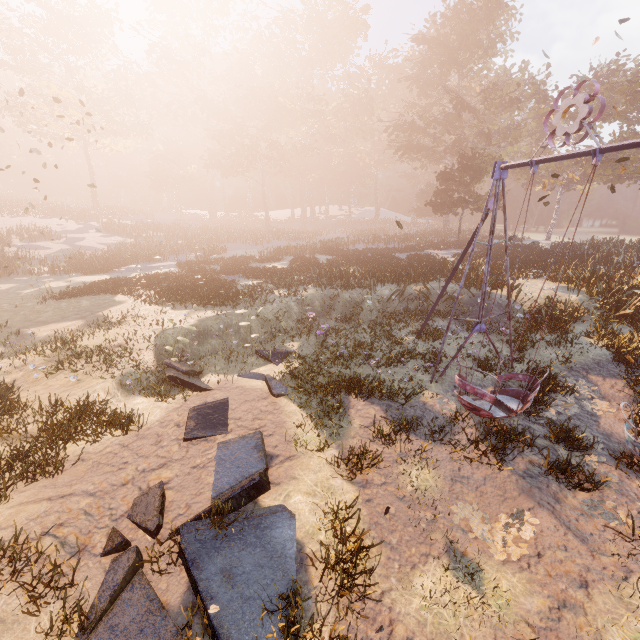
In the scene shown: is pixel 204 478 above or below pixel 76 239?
below

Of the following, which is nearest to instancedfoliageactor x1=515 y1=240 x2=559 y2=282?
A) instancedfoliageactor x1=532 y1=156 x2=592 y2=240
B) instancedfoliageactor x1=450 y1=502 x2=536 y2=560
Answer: instancedfoliageactor x1=532 y1=156 x2=592 y2=240

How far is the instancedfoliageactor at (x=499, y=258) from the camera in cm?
1543

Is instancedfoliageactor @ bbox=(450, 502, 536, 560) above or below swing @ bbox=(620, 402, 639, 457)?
below

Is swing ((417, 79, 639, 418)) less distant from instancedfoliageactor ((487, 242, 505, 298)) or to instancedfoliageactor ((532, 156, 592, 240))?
instancedfoliageactor ((487, 242, 505, 298))

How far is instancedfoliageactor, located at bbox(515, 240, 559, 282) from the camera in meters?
18.6 m

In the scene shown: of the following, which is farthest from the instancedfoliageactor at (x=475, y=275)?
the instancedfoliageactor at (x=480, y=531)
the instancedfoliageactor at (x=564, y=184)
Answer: the instancedfoliageactor at (x=480, y=531)

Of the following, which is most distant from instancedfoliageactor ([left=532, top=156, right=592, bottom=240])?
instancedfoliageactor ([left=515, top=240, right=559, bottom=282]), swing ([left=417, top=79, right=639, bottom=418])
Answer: swing ([left=417, top=79, right=639, bottom=418])
